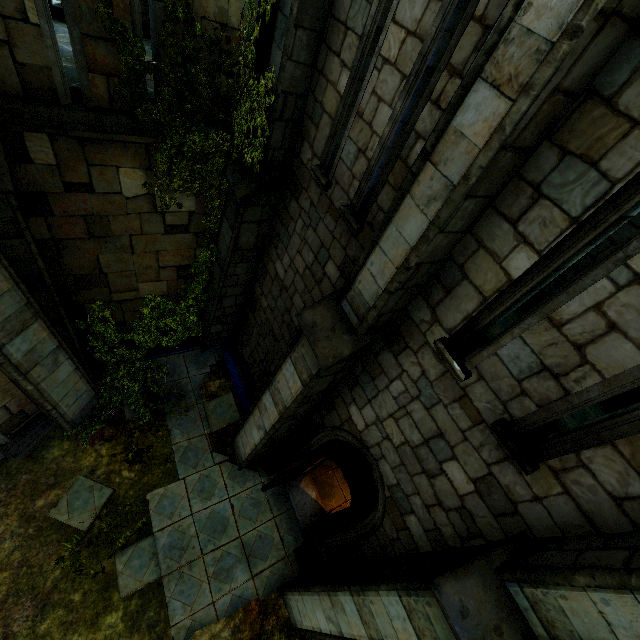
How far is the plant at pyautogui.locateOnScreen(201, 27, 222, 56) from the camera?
4.3 meters

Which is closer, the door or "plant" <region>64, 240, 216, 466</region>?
the door

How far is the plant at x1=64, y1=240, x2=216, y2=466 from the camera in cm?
726

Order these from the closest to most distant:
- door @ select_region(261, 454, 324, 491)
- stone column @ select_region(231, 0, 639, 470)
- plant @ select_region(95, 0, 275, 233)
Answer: stone column @ select_region(231, 0, 639, 470) < plant @ select_region(95, 0, 275, 233) < door @ select_region(261, 454, 324, 491)

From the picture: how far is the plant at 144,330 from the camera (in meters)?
7.26

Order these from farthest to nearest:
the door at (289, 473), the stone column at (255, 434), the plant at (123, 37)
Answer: the door at (289, 473), the plant at (123, 37), the stone column at (255, 434)

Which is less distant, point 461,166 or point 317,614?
point 461,166

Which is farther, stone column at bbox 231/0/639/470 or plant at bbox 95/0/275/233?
plant at bbox 95/0/275/233
